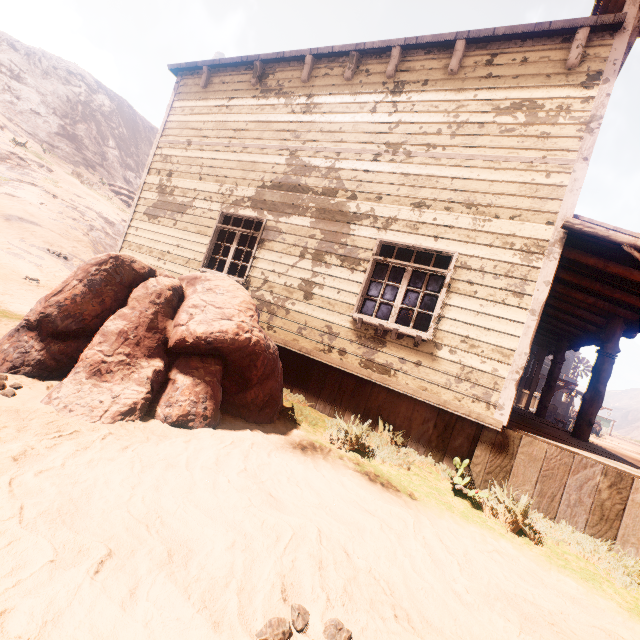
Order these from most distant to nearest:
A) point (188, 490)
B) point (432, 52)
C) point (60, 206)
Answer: point (60, 206) < point (432, 52) < point (188, 490)

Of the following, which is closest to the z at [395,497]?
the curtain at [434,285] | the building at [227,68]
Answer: the building at [227,68]

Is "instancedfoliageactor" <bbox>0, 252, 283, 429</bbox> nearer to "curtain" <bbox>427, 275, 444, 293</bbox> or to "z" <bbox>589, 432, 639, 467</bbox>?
"z" <bbox>589, 432, 639, 467</bbox>

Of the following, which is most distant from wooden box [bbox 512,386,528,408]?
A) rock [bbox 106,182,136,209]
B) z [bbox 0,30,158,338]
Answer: rock [bbox 106,182,136,209]

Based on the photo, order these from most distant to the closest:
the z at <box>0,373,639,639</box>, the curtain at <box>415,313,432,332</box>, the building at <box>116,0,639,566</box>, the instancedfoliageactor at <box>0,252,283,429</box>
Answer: the curtain at <box>415,313,432,332</box> < the building at <box>116,0,639,566</box> < the instancedfoliageactor at <box>0,252,283,429</box> < the z at <box>0,373,639,639</box>

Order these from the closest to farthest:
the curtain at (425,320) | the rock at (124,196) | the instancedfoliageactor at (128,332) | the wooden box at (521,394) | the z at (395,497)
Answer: the z at (395,497) < the instancedfoliageactor at (128,332) < the curtain at (425,320) < the wooden box at (521,394) < the rock at (124,196)

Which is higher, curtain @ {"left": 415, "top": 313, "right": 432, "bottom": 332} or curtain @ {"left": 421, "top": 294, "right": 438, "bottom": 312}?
curtain @ {"left": 421, "top": 294, "right": 438, "bottom": 312}
